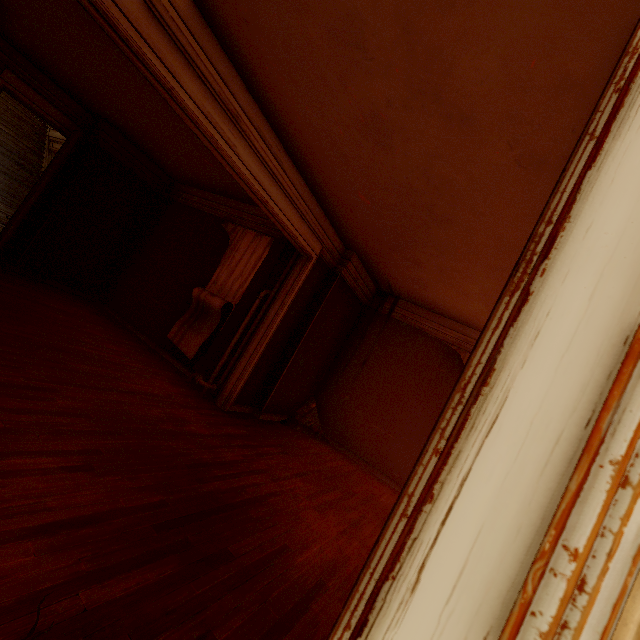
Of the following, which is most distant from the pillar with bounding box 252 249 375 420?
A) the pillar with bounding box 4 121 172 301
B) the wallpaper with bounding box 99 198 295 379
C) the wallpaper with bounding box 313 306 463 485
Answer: the pillar with bounding box 4 121 172 301

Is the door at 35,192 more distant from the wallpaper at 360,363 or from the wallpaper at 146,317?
the wallpaper at 360,363

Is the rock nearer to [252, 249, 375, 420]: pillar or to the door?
[252, 249, 375, 420]: pillar

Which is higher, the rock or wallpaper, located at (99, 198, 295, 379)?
wallpaper, located at (99, 198, 295, 379)

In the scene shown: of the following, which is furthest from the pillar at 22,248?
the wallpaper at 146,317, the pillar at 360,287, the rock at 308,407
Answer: the rock at 308,407

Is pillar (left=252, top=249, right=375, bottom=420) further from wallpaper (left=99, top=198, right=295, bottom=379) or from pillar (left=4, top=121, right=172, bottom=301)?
pillar (left=4, top=121, right=172, bottom=301)

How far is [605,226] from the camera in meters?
0.5
